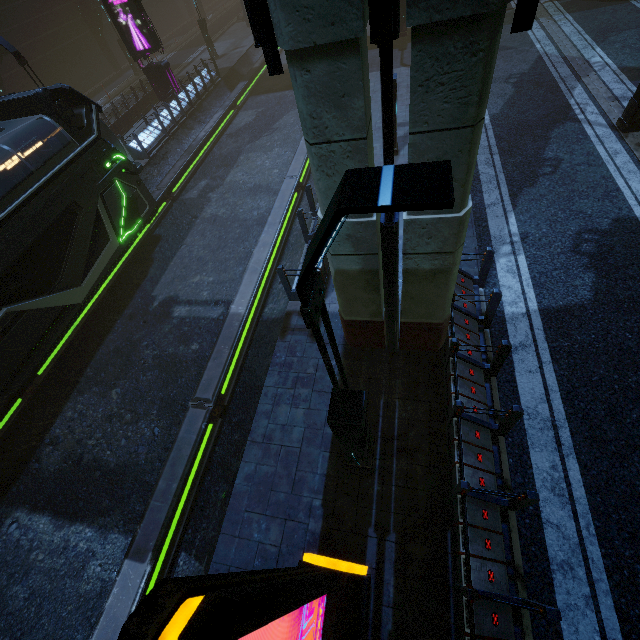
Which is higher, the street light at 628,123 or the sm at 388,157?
the sm at 388,157

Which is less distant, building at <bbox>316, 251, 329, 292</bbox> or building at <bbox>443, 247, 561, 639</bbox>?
building at <bbox>443, 247, 561, 639</bbox>

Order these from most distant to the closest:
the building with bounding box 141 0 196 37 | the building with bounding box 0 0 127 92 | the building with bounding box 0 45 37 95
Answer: the building with bounding box 141 0 196 37 < the building with bounding box 0 0 127 92 < the building with bounding box 0 45 37 95

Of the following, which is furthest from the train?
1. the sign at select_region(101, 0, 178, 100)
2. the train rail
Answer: the sign at select_region(101, 0, 178, 100)

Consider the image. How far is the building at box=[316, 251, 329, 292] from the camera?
8.5 meters

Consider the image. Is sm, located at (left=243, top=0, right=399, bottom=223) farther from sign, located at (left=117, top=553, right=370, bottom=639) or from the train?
sign, located at (left=117, top=553, right=370, bottom=639)

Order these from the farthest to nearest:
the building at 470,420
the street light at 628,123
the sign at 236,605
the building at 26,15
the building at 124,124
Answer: the building at 26,15, the building at 124,124, the street light at 628,123, the building at 470,420, the sign at 236,605

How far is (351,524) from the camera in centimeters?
557cm
